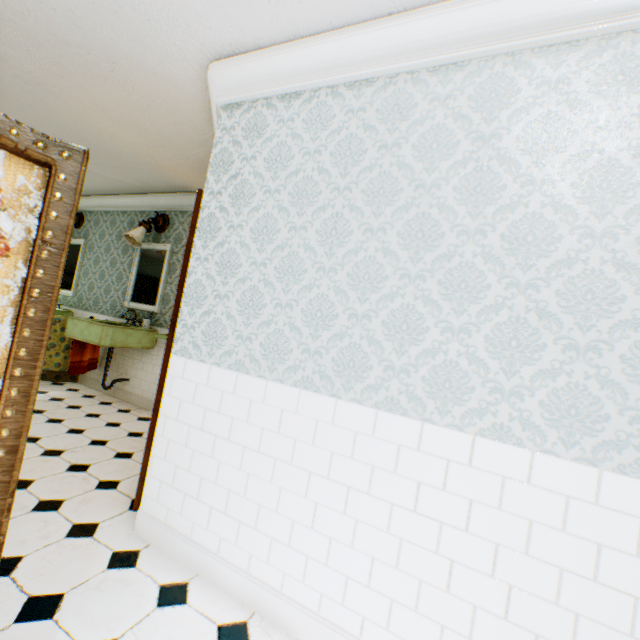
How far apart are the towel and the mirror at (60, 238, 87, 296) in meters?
0.6

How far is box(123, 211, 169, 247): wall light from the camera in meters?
4.5

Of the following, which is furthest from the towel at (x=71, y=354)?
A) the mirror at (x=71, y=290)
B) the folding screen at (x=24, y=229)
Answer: the folding screen at (x=24, y=229)

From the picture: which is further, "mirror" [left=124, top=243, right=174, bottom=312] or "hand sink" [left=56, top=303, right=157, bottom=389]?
"mirror" [left=124, top=243, right=174, bottom=312]

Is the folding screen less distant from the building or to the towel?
the building

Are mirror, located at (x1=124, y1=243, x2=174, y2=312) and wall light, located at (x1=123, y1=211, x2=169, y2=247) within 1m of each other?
yes

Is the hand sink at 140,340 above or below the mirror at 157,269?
below

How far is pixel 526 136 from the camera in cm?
144
